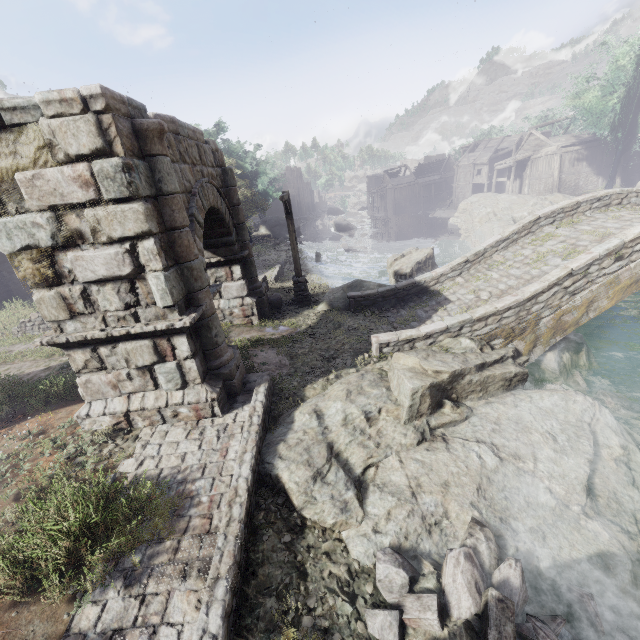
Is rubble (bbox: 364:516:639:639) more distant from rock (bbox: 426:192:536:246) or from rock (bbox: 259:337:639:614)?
rock (bbox: 426:192:536:246)

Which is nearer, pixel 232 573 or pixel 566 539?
pixel 232 573

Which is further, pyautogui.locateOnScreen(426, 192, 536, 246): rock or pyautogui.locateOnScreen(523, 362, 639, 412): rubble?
pyautogui.locateOnScreen(426, 192, 536, 246): rock

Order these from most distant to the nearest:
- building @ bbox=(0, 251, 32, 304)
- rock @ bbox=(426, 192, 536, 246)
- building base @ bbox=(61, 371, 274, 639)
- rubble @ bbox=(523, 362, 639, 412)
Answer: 1. rock @ bbox=(426, 192, 536, 246)
2. building @ bbox=(0, 251, 32, 304)
3. rubble @ bbox=(523, 362, 639, 412)
4. building base @ bbox=(61, 371, 274, 639)

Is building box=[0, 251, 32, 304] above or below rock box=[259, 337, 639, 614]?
above

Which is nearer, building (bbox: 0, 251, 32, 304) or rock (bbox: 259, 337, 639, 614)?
rock (bbox: 259, 337, 639, 614)

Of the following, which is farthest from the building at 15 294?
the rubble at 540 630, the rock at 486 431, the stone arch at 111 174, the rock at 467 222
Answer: the rubble at 540 630

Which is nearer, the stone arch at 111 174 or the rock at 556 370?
the stone arch at 111 174
